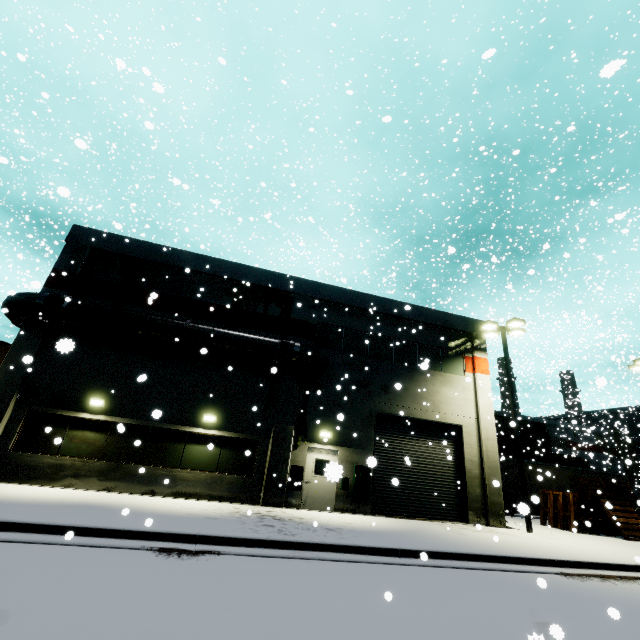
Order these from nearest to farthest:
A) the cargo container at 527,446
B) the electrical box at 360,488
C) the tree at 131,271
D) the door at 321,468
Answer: the door at 321,468 → the electrical box at 360,488 → the tree at 131,271 → the cargo container at 527,446

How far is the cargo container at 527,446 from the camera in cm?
3031

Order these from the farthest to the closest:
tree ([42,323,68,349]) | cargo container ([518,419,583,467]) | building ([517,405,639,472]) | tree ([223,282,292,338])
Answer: building ([517,405,639,472]) → cargo container ([518,419,583,467]) → tree ([223,282,292,338]) → tree ([42,323,68,349])

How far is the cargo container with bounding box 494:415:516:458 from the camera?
29.7m

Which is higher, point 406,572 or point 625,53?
point 625,53

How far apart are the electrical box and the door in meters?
0.8 m

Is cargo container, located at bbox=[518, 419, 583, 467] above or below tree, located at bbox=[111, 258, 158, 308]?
below

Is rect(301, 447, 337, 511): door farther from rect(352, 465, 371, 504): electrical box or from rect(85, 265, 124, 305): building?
rect(352, 465, 371, 504): electrical box
